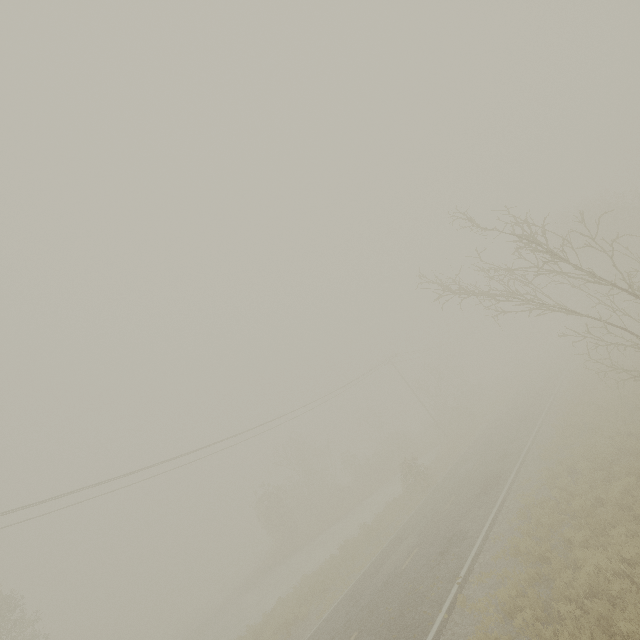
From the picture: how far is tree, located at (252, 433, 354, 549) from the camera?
35.0m

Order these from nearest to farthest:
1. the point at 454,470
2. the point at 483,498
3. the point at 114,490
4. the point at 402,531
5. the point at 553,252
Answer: the point at 553,252 < the point at 483,498 < the point at 402,531 < the point at 114,490 < the point at 454,470

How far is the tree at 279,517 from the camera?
34.97m
